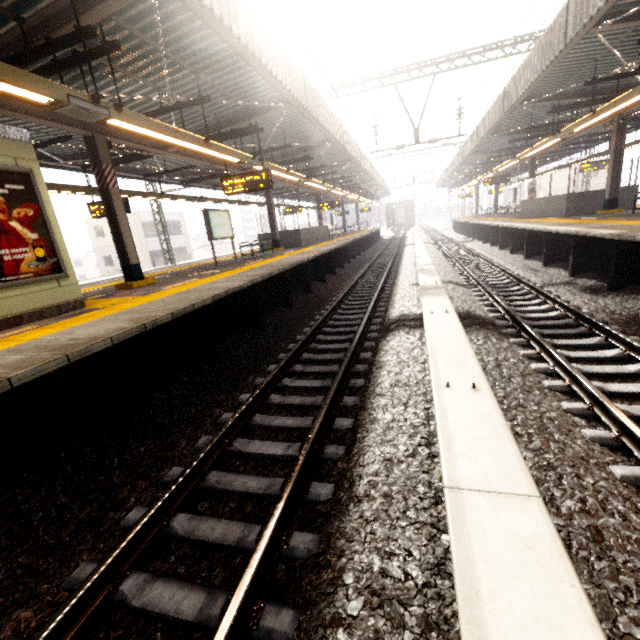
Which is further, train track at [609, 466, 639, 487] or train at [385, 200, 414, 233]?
train at [385, 200, 414, 233]

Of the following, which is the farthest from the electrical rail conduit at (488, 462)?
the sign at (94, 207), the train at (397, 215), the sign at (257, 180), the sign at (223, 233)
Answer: the train at (397, 215)

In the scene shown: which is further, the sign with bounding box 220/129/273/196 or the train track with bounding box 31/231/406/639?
the sign with bounding box 220/129/273/196

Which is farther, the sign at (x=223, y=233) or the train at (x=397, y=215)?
the train at (x=397, y=215)

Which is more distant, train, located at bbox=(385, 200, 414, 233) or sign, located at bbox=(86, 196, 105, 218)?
train, located at bbox=(385, 200, 414, 233)

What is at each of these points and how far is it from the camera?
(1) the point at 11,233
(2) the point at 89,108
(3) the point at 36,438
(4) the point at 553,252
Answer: (1) sign, 4.9 meters
(2) awning structure, 4.4 meters
(3) platform underside, 3.5 meters
(4) platform underside, 10.7 meters

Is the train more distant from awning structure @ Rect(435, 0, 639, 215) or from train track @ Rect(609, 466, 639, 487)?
train track @ Rect(609, 466, 639, 487)

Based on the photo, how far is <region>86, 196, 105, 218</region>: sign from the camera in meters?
10.7
